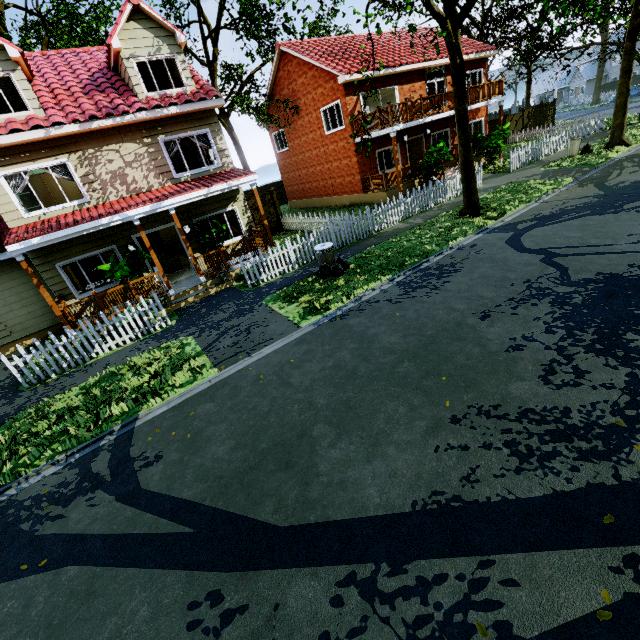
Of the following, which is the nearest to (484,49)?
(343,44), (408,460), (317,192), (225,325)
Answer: (343,44)

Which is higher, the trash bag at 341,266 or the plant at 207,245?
the plant at 207,245

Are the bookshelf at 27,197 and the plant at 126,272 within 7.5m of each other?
yes

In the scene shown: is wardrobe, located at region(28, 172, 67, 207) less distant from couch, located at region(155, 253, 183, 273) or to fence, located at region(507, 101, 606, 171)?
couch, located at region(155, 253, 183, 273)

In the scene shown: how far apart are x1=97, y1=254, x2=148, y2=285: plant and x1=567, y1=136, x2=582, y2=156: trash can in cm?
2185

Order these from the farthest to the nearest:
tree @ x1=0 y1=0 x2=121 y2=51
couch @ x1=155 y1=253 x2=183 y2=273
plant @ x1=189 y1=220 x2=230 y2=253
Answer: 1. tree @ x1=0 y1=0 x2=121 y2=51
2. couch @ x1=155 y1=253 x2=183 y2=273
3. plant @ x1=189 y1=220 x2=230 y2=253

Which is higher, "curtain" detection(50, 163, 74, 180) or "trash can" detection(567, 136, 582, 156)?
"curtain" detection(50, 163, 74, 180)

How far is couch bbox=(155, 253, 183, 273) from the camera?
14.6 meters
